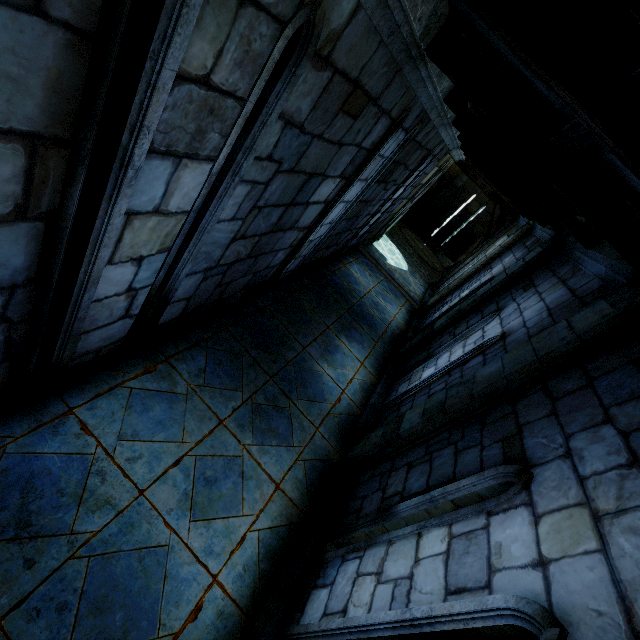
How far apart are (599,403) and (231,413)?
3.7 meters
